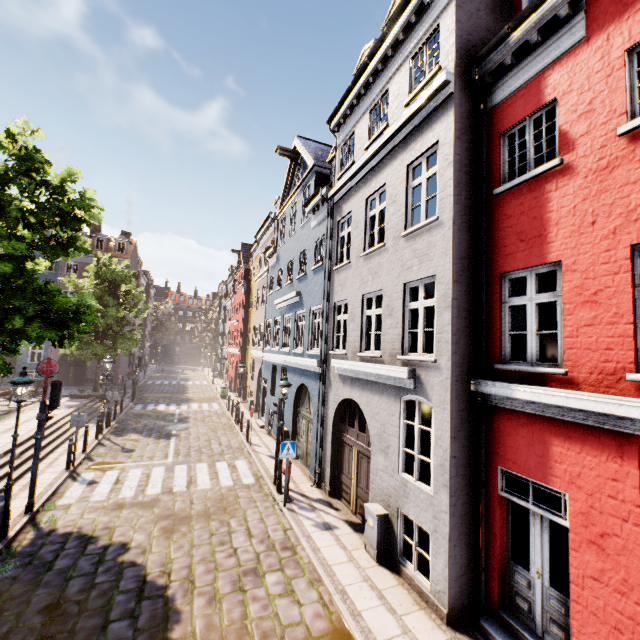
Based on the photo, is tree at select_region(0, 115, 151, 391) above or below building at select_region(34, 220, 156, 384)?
below

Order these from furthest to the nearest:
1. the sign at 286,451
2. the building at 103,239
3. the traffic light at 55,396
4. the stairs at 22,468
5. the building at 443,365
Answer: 1. the building at 103,239
2. the stairs at 22,468
3. the sign at 286,451
4. the traffic light at 55,396
5. the building at 443,365

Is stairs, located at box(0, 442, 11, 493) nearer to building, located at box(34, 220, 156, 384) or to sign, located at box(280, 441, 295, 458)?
sign, located at box(280, 441, 295, 458)

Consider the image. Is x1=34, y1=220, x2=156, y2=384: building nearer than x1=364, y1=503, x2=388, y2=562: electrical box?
No

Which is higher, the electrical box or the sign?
the sign

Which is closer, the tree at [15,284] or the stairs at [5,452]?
the tree at [15,284]

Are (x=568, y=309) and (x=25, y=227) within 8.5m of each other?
no
